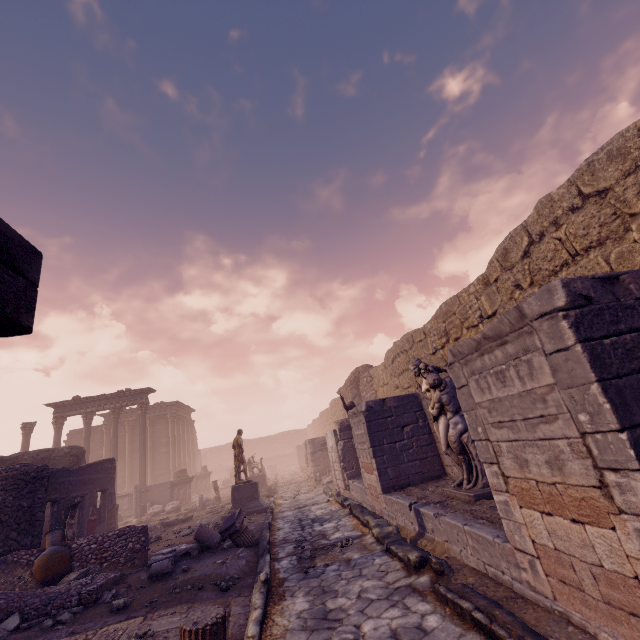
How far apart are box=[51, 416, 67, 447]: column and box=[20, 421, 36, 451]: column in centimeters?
85cm

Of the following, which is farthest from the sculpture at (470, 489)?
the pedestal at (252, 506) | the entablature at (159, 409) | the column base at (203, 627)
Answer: the entablature at (159, 409)

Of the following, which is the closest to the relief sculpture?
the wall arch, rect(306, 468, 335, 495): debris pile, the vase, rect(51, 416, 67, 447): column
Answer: rect(306, 468, 335, 495): debris pile

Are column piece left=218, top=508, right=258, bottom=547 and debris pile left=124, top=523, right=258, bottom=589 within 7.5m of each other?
yes

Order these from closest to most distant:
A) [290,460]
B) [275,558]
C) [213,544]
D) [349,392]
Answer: [275,558], [213,544], [349,392], [290,460]

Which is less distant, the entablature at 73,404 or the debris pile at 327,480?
the debris pile at 327,480

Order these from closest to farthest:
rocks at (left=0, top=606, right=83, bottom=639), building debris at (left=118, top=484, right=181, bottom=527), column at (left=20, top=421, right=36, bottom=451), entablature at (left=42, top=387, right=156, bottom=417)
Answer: rocks at (left=0, top=606, right=83, bottom=639), building debris at (left=118, top=484, right=181, bottom=527), column at (left=20, top=421, right=36, bottom=451), entablature at (left=42, top=387, right=156, bottom=417)

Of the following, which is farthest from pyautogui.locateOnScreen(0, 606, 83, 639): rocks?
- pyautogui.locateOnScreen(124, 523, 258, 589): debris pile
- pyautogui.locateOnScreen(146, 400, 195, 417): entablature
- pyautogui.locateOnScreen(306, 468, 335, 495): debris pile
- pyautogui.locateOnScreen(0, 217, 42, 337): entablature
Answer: pyautogui.locateOnScreen(146, 400, 195, 417): entablature
